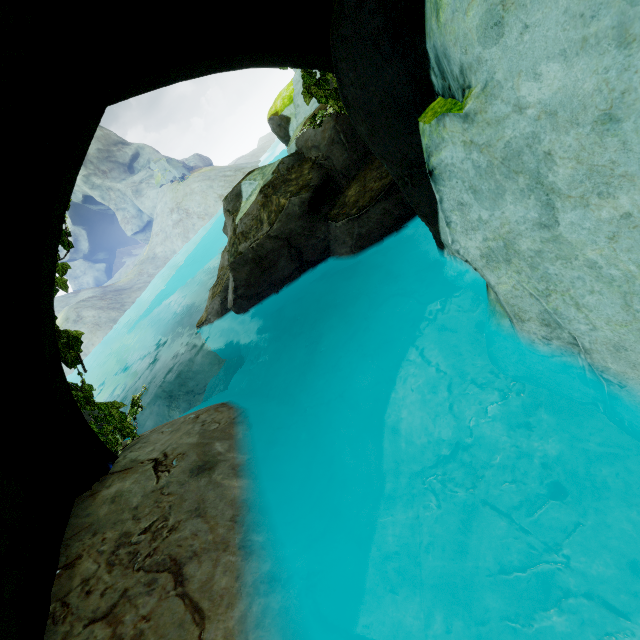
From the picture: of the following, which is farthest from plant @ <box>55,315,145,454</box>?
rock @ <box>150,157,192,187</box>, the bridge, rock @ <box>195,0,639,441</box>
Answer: rock @ <box>150,157,192,187</box>

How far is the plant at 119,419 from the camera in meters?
4.1

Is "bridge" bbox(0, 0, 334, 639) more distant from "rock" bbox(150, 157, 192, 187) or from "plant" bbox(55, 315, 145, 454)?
"rock" bbox(150, 157, 192, 187)

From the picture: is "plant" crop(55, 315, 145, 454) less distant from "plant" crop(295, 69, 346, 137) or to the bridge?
the bridge

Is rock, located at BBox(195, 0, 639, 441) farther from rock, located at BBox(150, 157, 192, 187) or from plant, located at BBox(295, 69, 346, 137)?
rock, located at BBox(150, 157, 192, 187)

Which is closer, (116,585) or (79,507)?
(116,585)

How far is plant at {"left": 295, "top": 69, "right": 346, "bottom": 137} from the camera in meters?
4.4

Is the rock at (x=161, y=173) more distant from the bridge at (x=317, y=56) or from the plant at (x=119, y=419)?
the plant at (x=119, y=419)
